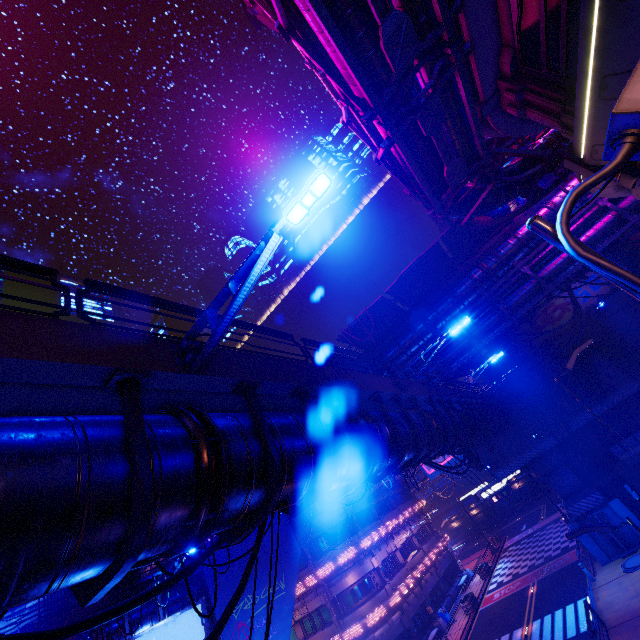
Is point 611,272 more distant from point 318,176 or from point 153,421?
point 153,421

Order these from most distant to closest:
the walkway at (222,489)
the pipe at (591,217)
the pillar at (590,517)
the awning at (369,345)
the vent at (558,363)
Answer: the vent at (558,363) → the pillar at (590,517) → the awning at (369,345) → the pipe at (591,217) → the walkway at (222,489)

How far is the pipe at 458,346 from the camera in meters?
18.4 m

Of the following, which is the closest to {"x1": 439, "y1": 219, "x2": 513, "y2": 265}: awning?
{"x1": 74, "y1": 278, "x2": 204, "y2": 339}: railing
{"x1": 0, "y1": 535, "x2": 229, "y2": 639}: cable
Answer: {"x1": 74, "y1": 278, "x2": 204, "y2": 339}: railing

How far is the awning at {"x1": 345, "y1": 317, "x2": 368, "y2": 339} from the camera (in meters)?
20.05

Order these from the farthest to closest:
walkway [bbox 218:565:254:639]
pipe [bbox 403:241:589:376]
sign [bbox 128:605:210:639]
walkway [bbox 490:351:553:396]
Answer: walkway [bbox 490:351:553:396] → pipe [bbox 403:241:589:376] → walkway [bbox 218:565:254:639] → sign [bbox 128:605:210:639]

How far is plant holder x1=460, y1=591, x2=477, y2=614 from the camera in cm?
2928

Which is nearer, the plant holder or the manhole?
the manhole
